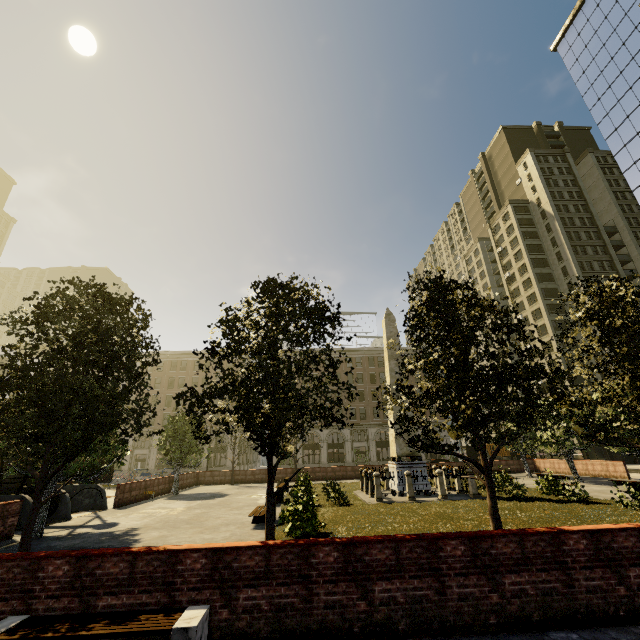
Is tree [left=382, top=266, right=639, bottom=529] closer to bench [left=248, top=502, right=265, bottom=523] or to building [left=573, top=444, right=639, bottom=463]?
building [left=573, top=444, right=639, bottom=463]

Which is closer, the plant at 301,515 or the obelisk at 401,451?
the plant at 301,515

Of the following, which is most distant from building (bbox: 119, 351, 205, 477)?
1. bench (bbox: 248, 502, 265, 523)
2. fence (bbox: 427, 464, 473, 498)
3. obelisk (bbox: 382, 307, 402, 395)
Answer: obelisk (bbox: 382, 307, 402, 395)

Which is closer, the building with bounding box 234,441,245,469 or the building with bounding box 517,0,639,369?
the building with bounding box 517,0,639,369

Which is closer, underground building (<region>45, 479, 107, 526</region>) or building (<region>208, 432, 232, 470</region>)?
underground building (<region>45, 479, 107, 526</region>)

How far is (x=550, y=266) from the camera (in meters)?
56.81

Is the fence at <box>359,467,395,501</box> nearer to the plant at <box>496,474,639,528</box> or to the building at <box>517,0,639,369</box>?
the plant at <box>496,474,639,528</box>

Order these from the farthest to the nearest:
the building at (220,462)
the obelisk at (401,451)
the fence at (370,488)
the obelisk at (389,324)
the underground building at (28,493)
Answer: the building at (220,462) → the obelisk at (389,324) → the obelisk at (401,451) → the fence at (370,488) → the underground building at (28,493)
